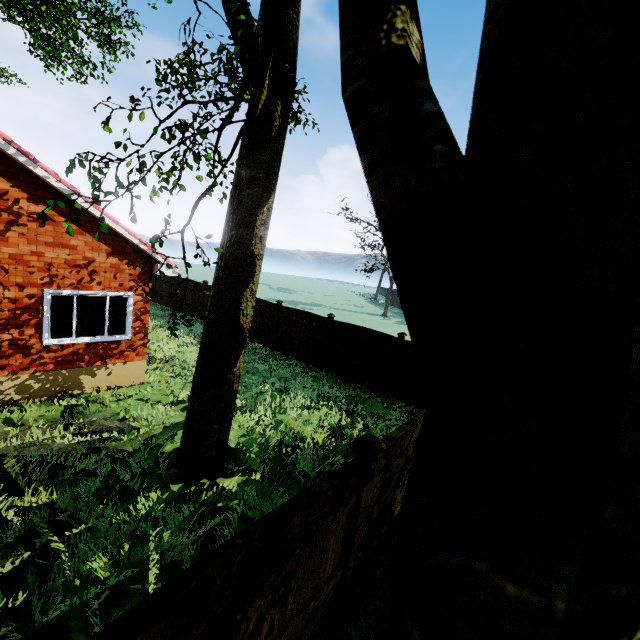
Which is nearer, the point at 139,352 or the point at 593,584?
the point at 593,584

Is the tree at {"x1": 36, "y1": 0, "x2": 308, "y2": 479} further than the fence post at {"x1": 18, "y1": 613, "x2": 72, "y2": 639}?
Yes

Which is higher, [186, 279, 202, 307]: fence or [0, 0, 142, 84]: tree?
[0, 0, 142, 84]: tree

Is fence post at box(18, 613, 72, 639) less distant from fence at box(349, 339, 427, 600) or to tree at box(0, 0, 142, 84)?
fence at box(349, 339, 427, 600)

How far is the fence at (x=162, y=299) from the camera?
22.3m

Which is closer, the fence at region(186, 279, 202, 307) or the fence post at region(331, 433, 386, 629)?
the fence post at region(331, 433, 386, 629)
